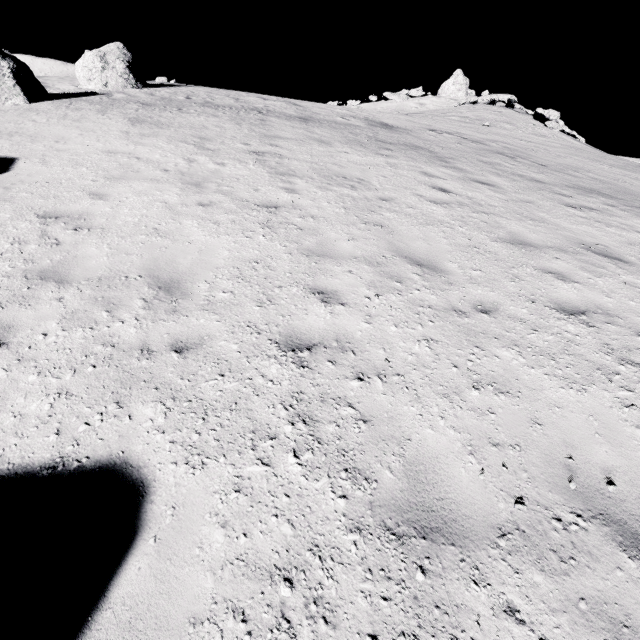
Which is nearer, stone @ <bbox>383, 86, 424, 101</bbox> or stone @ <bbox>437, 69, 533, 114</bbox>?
stone @ <bbox>437, 69, 533, 114</bbox>

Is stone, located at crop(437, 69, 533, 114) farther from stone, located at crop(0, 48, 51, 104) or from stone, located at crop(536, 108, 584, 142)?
stone, located at crop(0, 48, 51, 104)

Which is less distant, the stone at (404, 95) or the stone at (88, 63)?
the stone at (88, 63)

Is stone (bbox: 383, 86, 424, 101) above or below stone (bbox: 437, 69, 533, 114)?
below

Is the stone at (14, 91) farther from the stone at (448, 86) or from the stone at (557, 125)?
the stone at (448, 86)

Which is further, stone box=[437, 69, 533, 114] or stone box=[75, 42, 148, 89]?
stone box=[437, 69, 533, 114]

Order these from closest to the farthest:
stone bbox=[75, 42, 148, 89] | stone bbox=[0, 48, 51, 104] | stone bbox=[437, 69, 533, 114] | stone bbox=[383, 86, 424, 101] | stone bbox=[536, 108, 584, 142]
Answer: stone bbox=[0, 48, 51, 104] < stone bbox=[75, 42, 148, 89] < stone bbox=[536, 108, 584, 142] < stone bbox=[437, 69, 533, 114] < stone bbox=[383, 86, 424, 101]

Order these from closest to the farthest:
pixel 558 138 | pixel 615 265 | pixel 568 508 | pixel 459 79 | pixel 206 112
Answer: pixel 568 508
pixel 615 265
pixel 206 112
pixel 558 138
pixel 459 79
